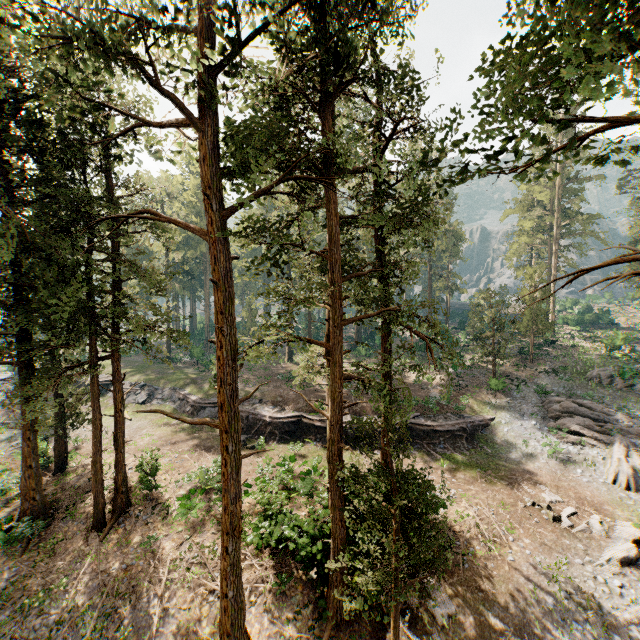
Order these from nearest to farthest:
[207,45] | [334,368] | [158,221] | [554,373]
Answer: [207,45] → [158,221] → [334,368] → [554,373]

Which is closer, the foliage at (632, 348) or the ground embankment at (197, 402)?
the ground embankment at (197, 402)

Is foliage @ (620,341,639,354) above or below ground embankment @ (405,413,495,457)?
above

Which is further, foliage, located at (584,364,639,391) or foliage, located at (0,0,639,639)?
foliage, located at (584,364,639,391)

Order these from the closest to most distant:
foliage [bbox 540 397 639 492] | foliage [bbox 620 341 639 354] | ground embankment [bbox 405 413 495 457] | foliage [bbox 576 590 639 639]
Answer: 1. foliage [bbox 576 590 639 639]
2. foliage [bbox 540 397 639 492]
3. ground embankment [bbox 405 413 495 457]
4. foliage [bbox 620 341 639 354]

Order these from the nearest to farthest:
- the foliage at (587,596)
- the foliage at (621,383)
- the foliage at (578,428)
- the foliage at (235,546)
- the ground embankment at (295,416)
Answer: the foliage at (235,546) < the foliage at (587,596) < the foliage at (578,428) < the ground embankment at (295,416) < the foliage at (621,383)

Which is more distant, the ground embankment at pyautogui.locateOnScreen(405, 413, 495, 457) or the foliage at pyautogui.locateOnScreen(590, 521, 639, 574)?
the ground embankment at pyautogui.locateOnScreen(405, 413, 495, 457)
